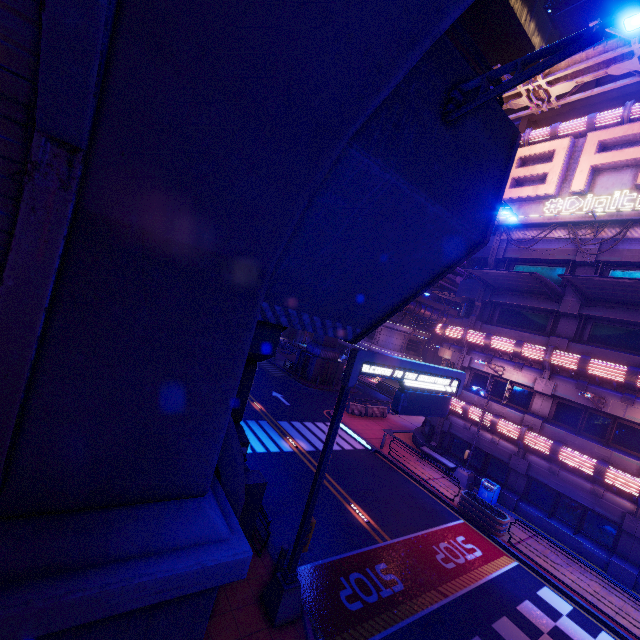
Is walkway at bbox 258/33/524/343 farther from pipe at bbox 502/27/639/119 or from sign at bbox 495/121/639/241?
sign at bbox 495/121/639/241

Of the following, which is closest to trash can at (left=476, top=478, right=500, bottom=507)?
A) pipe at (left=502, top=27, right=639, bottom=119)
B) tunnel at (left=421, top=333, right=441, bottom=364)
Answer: pipe at (left=502, top=27, right=639, bottom=119)

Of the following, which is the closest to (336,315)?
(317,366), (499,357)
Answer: (499,357)

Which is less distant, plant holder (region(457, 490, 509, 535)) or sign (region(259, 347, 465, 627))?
sign (region(259, 347, 465, 627))

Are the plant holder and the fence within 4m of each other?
no

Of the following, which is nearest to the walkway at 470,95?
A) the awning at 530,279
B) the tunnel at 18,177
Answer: the tunnel at 18,177

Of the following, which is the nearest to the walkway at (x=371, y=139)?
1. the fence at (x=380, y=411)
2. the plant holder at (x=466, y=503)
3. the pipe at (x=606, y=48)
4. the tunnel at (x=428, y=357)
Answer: the pipe at (x=606, y=48)

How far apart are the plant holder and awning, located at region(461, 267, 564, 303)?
11.5m
